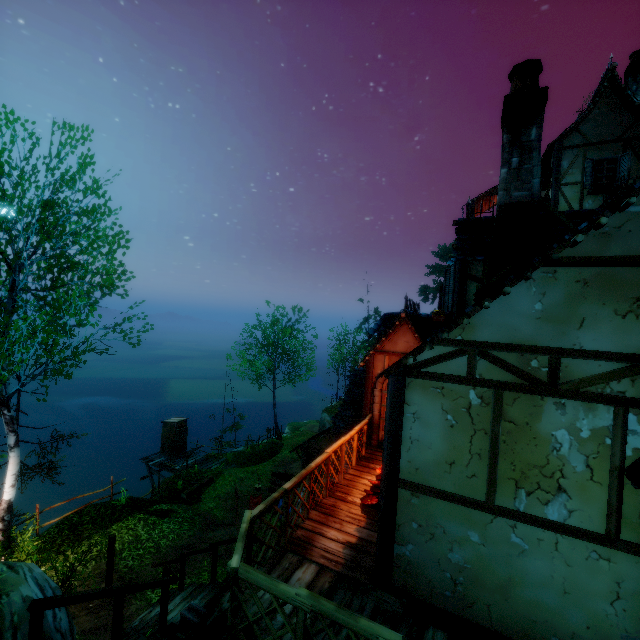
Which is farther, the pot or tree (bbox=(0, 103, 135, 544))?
tree (bbox=(0, 103, 135, 544))

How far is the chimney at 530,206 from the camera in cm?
450

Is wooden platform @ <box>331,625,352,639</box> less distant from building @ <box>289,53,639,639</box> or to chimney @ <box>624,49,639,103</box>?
building @ <box>289,53,639,639</box>

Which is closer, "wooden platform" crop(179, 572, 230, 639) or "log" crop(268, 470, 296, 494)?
"wooden platform" crop(179, 572, 230, 639)

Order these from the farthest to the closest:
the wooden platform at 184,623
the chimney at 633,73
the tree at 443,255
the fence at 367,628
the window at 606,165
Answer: the tree at 443,255 → the chimney at 633,73 → the window at 606,165 → the wooden platform at 184,623 → the fence at 367,628

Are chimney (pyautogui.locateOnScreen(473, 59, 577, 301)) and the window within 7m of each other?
no

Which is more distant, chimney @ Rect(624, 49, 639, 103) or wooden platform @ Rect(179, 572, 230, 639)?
chimney @ Rect(624, 49, 639, 103)

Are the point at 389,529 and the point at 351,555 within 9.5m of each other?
yes
